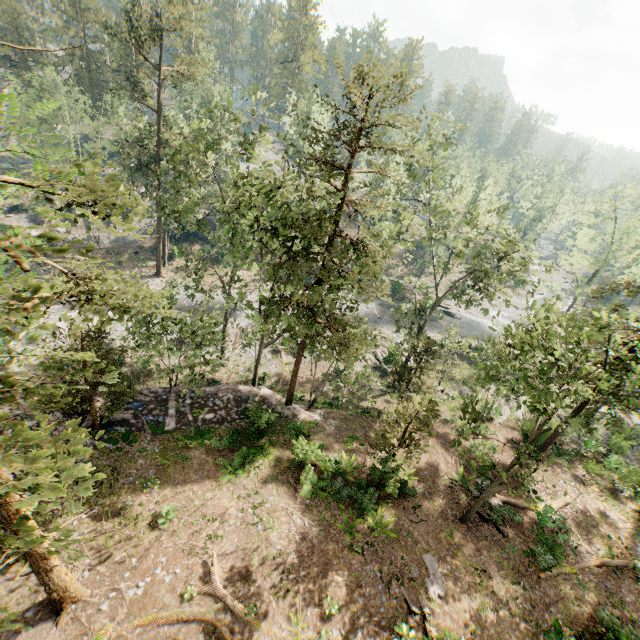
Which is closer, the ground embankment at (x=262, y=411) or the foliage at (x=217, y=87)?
the foliage at (x=217, y=87)

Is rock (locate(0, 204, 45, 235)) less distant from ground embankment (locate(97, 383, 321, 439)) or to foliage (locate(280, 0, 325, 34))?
foliage (locate(280, 0, 325, 34))

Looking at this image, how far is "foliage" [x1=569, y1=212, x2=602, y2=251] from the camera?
39.8m

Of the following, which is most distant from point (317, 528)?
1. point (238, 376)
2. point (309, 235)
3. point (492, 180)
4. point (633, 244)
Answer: point (492, 180)

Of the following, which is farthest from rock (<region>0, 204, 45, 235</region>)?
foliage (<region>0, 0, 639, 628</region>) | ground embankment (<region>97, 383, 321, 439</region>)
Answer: ground embankment (<region>97, 383, 321, 439</region>)

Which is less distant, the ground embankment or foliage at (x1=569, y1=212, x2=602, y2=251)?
the ground embankment

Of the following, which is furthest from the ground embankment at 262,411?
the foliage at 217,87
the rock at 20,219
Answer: the rock at 20,219

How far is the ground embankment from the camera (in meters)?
20.23
